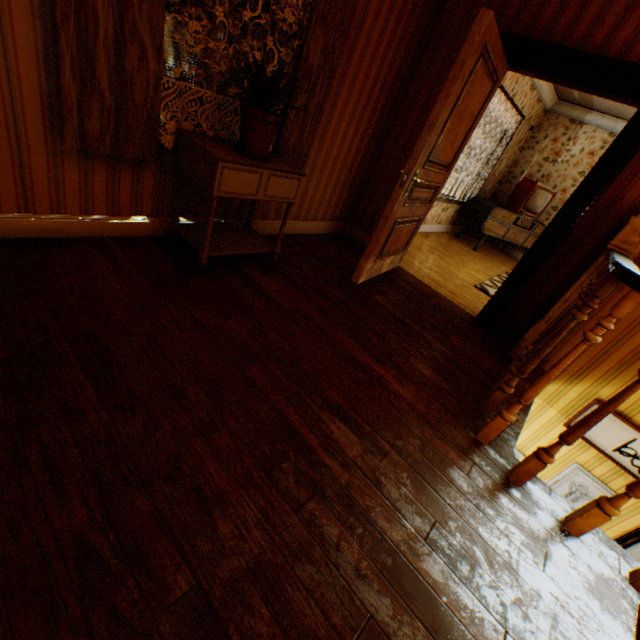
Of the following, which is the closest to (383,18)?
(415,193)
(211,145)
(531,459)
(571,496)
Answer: (415,193)

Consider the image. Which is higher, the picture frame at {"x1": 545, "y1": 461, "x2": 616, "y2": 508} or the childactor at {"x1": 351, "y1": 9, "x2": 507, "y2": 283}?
the childactor at {"x1": 351, "y1": 9, "x2": 507, "y2": 283}

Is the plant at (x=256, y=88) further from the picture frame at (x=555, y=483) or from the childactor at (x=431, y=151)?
the picture frame at (x=555, y=483)

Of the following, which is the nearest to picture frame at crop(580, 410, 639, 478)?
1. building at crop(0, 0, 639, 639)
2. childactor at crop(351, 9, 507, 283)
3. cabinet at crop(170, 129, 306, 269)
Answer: building at crop(0, 0, 639, 639)

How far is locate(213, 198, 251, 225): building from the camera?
3.0m

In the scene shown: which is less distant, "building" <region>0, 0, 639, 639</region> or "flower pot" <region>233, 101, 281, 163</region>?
"building" <region>0, 0, 639, 639</region>

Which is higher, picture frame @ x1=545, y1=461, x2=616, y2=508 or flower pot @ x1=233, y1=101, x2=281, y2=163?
flower pot @ x1=233, y1=101, x2=281, y2=163

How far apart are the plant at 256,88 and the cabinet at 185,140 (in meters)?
0.32
